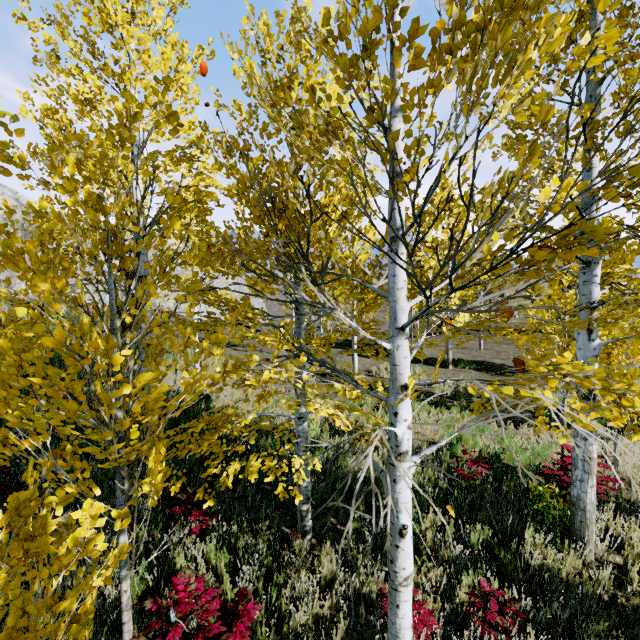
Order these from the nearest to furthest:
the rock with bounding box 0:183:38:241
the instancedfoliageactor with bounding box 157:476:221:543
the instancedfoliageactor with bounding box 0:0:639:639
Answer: the instancedfoliageactor with bounding box 0:0:639:639 → the instancedfoliageactor with bounding box 157:476:221:543 → the rock with bounding box 0:183:38:241

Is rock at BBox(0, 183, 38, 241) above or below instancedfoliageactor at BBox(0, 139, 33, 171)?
above

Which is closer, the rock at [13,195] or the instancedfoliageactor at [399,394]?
the instancedfoliageactor at [399,394]

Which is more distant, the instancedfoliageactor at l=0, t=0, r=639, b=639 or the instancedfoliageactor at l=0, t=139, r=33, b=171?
the instancedfoliageactor at l=0, t=139, r=33, b=171

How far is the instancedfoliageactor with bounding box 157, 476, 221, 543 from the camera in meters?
3.4

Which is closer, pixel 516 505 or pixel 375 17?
pixel 375 17

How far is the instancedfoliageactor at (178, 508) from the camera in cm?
337

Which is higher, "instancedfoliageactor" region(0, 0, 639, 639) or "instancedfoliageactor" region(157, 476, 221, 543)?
"instancedfoliageactor" region(0, 0, 639, 639)
